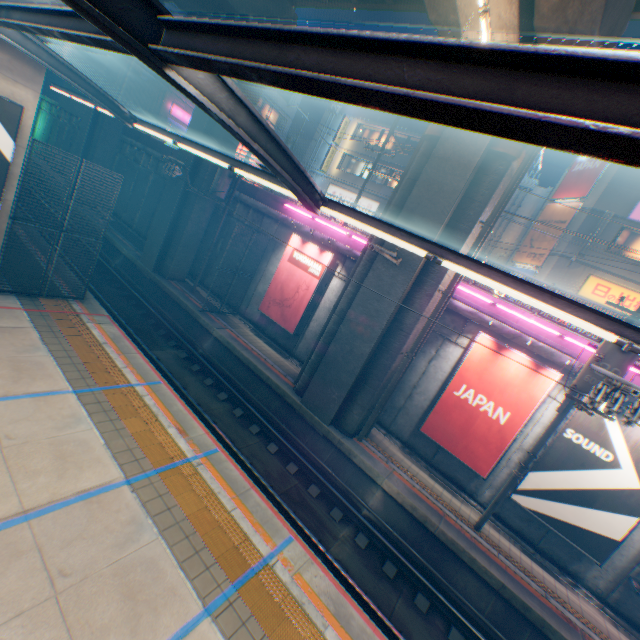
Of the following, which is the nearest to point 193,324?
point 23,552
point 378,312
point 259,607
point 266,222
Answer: point 266,222

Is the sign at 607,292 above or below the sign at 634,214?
below

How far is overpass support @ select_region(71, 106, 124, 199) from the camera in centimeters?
2410cm

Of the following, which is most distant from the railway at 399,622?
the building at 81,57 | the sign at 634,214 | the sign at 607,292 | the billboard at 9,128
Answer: the sign at 634,214

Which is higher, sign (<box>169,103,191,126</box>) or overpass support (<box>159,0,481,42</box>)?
overpass support (<box>159,0,481,42</box>)

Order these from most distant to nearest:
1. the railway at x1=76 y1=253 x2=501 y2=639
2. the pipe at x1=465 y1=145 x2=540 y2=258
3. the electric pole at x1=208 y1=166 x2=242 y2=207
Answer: the electric pole at x1=208 y1=166 x2=242 y2=207, the pipe at x1=465 y1=145 x2=540 y2=258, the railway at x1=76 y1=253 x2=501 y2=639

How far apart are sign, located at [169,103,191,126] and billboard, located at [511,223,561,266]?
32.0 meters

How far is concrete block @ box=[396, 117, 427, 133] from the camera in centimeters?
2741cm
